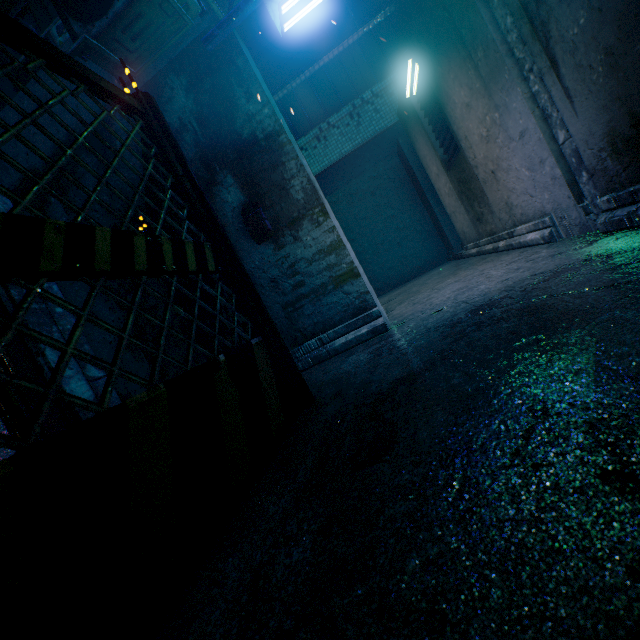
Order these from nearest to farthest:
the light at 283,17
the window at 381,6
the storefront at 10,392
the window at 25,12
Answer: → the storefront at 10,392, the light at 283,17, the window at 25,12, the window at 381,6

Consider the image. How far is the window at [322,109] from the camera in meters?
7.0

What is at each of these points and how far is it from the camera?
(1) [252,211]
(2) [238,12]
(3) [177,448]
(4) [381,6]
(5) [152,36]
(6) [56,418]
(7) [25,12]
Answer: (1) mailbox, 2.83m
(2) sign, 2.39m
(3) fence, 0.90m
(4) window, 6.63m
(5) air conditioner, 2.52m
(6) storefront, 1.37m
(7) window, 4.42m

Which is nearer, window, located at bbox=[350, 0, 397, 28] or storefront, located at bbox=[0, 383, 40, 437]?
storefront, located at bbox=[0, 383, 40, 437]

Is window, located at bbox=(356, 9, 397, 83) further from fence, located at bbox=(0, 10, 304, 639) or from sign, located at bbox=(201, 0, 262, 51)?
fence, located at bbox=(0, 10, 304, 639)

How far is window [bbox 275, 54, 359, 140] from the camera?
7.0m

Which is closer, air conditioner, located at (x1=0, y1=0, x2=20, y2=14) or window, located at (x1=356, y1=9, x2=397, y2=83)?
air conditioner, located at (x1=0, y1=0, x2=20, y2=14)

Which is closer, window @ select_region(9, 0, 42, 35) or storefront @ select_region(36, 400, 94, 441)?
Result: storefront @ select_region(36, 400, 94, 441)
